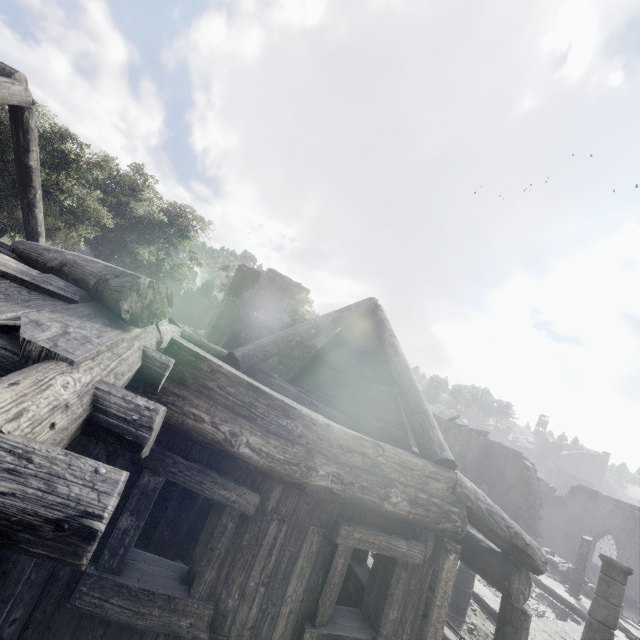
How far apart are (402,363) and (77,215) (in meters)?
14.76

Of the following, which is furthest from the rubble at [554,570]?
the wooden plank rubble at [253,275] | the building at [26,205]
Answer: the wooden plank rubble at [253,275]

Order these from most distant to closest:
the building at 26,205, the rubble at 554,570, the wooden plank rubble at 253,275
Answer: the wooden plank rubble at 253,275 → the rubble at 554,570 → the building at 26,205

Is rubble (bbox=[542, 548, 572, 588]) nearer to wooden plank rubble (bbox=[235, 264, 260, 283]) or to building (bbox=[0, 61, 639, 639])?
building (bbox=[0, 61, 639, 639])

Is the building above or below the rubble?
above

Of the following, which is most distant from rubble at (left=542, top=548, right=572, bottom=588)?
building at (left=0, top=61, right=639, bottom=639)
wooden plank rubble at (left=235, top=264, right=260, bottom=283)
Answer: wooden plank rubble at (left=235, top=264, right=260, bottom=283)
